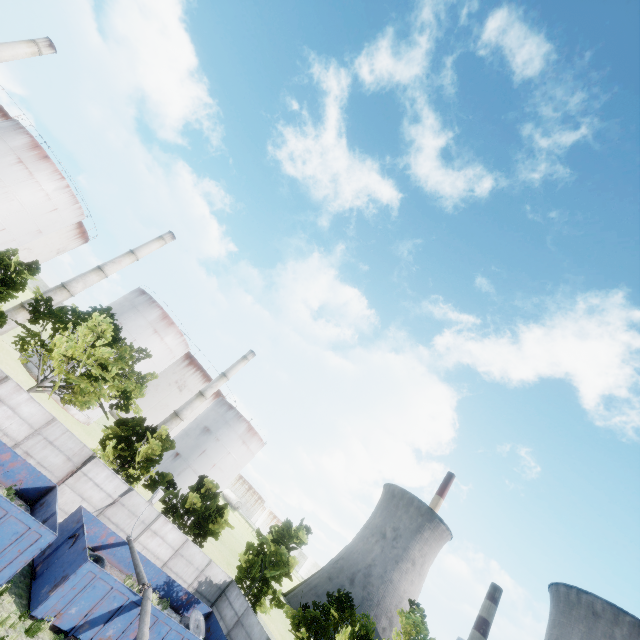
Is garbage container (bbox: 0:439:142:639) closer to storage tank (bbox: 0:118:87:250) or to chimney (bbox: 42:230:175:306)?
chimney (bbox: 42:230:175:306)

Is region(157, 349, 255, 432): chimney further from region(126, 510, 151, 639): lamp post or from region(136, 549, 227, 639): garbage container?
region(126, 510, 151, 639): lamp post

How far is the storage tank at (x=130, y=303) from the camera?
46.1m

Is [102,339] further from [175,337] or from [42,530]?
[175,337]

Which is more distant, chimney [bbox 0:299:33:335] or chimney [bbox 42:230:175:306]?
chimney [bbox 42:230:175:306]

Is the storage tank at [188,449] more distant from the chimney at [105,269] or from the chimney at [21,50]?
the chimney at [21,50]

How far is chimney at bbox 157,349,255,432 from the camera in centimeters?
5022cm

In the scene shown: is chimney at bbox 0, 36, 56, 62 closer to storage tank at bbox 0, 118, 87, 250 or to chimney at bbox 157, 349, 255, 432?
storage tank at bbox 0, 118, 87, 250
